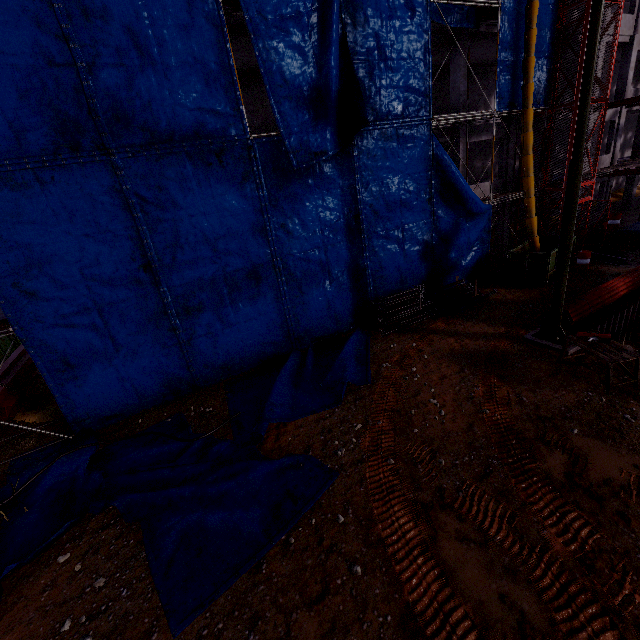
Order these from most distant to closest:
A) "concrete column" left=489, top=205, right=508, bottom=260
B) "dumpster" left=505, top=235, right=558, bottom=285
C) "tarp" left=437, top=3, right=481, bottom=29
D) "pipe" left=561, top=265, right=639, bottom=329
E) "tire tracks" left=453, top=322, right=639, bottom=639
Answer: "concrete column" left=489, top=205, right=508, bottom=260, "dumpster" left=505, top=235, right=558, bottom=285, "tarp" left=437, top=3, right=481, bottom=29, "pipe" left=561, top=265, right=639, bottom=329, "tire tracks" left=453, top=322, right=639, bottom=639

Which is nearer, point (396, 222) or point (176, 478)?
point (176, 478)

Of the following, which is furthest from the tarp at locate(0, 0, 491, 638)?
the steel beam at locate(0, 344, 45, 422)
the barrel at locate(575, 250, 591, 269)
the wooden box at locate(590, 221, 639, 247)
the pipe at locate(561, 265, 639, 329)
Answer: the wooden box at locate(590, 221, 639, 247)

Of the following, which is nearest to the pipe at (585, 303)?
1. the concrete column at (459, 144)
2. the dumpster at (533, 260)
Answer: the dumpster at (533, 260)

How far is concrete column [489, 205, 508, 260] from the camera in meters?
20.0 m

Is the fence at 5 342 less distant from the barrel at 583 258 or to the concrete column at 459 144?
the concrete column at 459 144

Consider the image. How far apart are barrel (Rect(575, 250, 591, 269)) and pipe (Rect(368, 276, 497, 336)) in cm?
895

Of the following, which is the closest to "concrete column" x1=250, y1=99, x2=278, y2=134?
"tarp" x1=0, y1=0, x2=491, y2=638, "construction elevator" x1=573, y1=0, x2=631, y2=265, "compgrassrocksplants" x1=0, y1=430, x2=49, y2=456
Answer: "construction elevator" x1=573, y1=0, x2=631, y2=265
